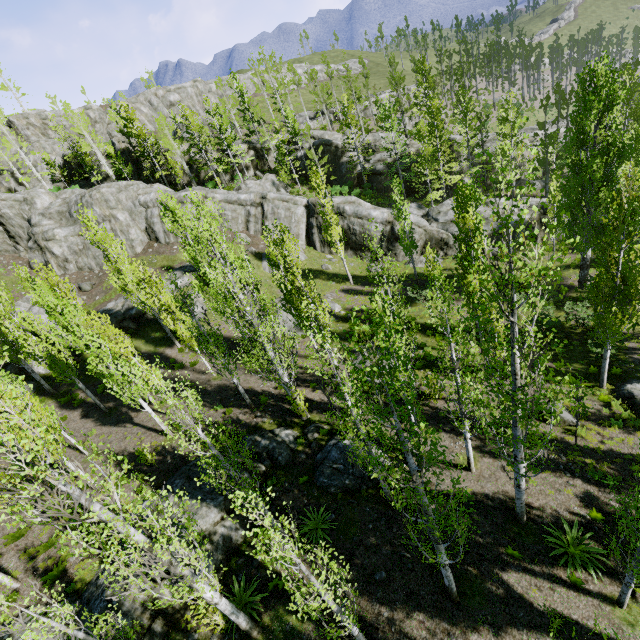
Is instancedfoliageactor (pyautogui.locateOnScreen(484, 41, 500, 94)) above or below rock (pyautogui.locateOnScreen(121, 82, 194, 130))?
below

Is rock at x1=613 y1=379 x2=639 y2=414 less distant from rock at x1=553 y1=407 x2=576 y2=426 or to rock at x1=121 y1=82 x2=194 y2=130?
rock at x1=553 y1=407 x2=576 y2=426

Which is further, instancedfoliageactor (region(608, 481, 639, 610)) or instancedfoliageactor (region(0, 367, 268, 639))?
instancedfoliageactor (region(608, 481, 639, 610))

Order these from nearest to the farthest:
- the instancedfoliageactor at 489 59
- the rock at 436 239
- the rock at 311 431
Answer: the rock at 311 431 < the rock at 436 239 < the instancedfoliageactor at 489 59

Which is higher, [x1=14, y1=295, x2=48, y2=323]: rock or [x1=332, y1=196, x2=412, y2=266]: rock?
[x1=14, y1=295, x2=48, y2=323]: rock

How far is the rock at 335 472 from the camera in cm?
1430

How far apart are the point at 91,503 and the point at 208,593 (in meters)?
4.74

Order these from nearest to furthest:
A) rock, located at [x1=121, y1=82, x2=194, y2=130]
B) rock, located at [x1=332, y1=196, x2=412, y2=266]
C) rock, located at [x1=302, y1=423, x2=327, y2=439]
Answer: rock, located at [x1=302, y1=423, x2=327, y2=439] → rock, located at [x1=332, y1=196, x2=412, y2=266] → rock, located at [x1=121, y1=82, x2=194, y2=130]
